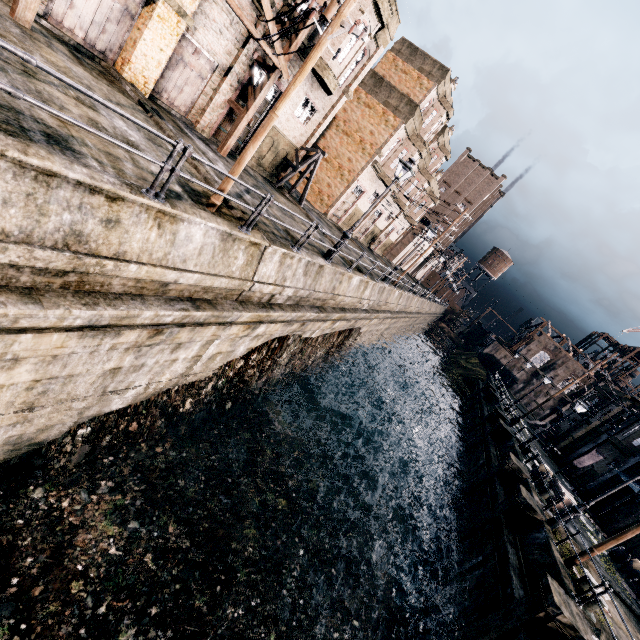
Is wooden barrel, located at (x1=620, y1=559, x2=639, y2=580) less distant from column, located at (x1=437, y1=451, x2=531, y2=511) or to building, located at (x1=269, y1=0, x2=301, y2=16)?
column, located at (x1=437, y1=451, x2=531, y2=511)

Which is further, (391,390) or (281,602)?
(391,390)

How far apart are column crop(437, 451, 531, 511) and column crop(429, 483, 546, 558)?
2.93m

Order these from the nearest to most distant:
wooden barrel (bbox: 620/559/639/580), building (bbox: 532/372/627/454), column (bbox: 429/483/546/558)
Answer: column (bbox: 429/483/546/558)
wooden barrel (bbox: 620/559/639/580)
building (bbox: 532/372/627/454)

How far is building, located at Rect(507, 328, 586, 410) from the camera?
56.4m

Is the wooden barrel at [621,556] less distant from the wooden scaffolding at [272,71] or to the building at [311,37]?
the building at [311,37]

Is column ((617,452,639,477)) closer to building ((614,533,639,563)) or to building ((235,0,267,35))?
building ((614,533,639,563))

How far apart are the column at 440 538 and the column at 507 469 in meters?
2.9
